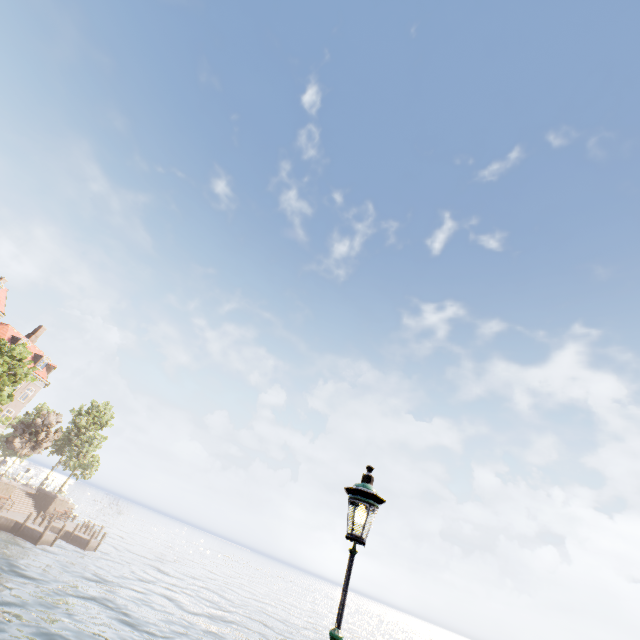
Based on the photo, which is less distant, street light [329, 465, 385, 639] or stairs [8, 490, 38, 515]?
street light [329, 465, 385, 639]

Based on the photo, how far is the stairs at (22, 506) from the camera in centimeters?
3119cm

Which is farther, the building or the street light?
the building

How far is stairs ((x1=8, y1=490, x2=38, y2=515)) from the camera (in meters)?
31.19

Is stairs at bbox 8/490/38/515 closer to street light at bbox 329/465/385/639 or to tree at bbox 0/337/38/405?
tree at bbox 0/337/38/405

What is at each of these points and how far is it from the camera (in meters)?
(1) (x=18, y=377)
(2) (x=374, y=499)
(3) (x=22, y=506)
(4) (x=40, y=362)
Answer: (1) tree, 29.44
(2) street light, 3.79
(3) stairs, 32.12
(4) building, 41.31

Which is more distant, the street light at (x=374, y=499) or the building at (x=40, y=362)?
the building at (x=40, y=362)
